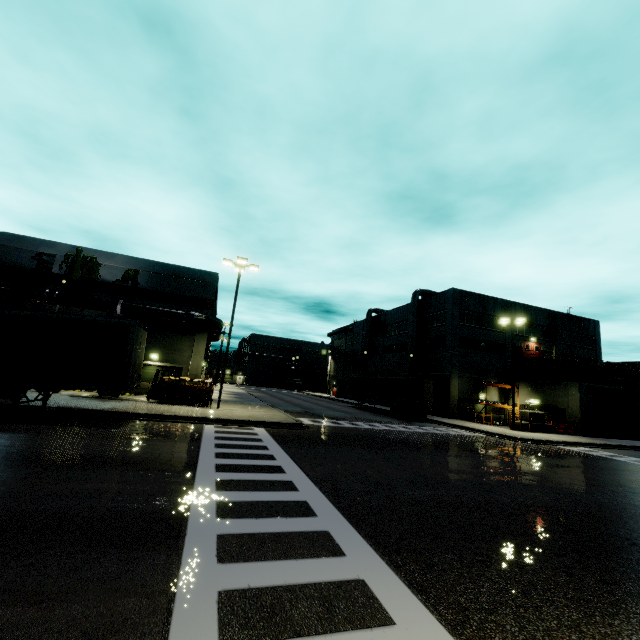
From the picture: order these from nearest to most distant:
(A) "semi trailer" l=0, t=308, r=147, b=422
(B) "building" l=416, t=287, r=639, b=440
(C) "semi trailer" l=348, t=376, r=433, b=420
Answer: (A) "semi trailer" l=0, t=308, r=147, b=422 → (C) "semi trailer" l=348, t=376, r=433, b=420 → (B) "building" l=416, t=287, r=639, b=440

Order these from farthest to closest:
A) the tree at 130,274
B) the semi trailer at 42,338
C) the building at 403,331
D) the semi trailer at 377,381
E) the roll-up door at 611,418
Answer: the building at 403,331
the roll-up door at 611,418
the semi trailer at 377,381
the tree at 130,274
the semi trailer at 42,338

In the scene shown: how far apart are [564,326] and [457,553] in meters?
48.4

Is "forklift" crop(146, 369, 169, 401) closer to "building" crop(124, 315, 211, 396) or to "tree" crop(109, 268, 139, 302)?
"building" crop(124, 315, 211, 396)

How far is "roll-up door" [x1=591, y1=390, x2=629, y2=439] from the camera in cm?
3125

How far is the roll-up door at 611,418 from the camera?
31.2 meters

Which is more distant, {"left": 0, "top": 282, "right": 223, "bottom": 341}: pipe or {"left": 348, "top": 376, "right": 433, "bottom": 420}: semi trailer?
{"left": 348, "top": 376, "right": 433, "bottom": 420}: semi trailer

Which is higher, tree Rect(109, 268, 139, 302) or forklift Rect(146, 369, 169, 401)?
tree Rect(109, 268, 139, 302)
